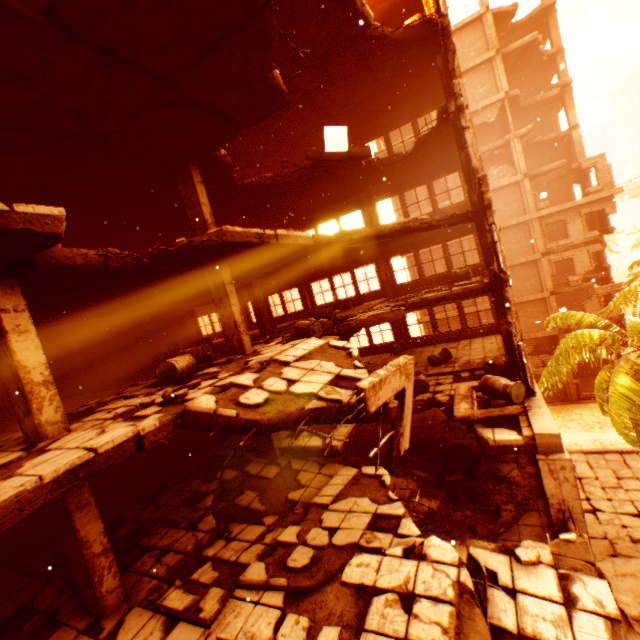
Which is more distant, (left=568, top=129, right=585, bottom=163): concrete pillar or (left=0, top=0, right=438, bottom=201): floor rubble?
(left=568, top=129, right=585, bottom=163): concrete pillar

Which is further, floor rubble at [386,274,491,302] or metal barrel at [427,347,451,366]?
metal barrel at [427,347,451,366]

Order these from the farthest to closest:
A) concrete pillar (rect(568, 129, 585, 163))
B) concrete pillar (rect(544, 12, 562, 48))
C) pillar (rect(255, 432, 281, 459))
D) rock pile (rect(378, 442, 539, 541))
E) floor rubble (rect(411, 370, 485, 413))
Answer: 1. concrete pillar (rect(568, 129, 585, 163))
2. concrete pillar (rect(544, 12, 562, 48))
3. floor rubble (rect(411, 370, 485, 413))
4. pillar (rect(255, 432, 281, 459))
5. rock pile (rect(378, 442, 539, 541))

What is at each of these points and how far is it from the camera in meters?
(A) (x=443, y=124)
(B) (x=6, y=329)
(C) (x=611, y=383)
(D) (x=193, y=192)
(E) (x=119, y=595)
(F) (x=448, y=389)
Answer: (A) floor rubble, 11.2
(B) pillar, 4.9
(C) rubble, 11.9
(D) pillar, 9.1
(E) pillar, 5.5
(F) floor rubble, 10.7

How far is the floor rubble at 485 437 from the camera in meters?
6.9 m

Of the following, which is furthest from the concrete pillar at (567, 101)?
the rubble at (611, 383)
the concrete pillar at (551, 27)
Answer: the rubble at (611, 383)

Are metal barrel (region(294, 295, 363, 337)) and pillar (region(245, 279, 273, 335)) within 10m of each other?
yes

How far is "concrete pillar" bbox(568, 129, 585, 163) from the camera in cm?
2655
